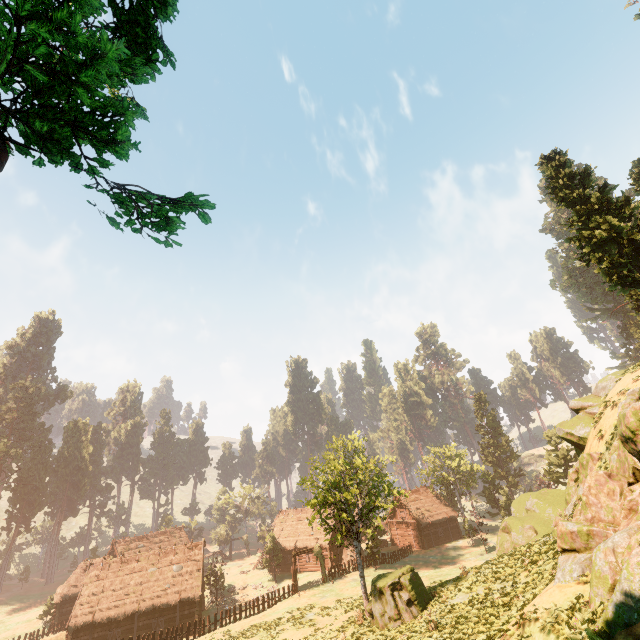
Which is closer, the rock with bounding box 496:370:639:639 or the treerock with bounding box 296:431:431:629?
the rock with bounding box 496:370:639:639

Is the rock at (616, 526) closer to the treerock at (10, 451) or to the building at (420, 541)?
the treerock at (10, 451)

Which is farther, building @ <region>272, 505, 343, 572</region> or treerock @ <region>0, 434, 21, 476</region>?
treerock @ <region>0, 434, 21, 476</region>

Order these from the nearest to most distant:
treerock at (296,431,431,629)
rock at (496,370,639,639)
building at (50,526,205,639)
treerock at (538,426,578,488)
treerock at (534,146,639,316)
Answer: rock at (496,370,639,639), treerock at (296,431,431,629), treerock at (534,146,639,316), building at (50,526,205,639), treerock at (538,426,578,488)

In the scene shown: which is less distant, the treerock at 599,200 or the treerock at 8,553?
the treerock at 599,200

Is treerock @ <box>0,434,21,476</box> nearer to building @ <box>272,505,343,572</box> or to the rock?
building @ <box>272,505,343,572</box>

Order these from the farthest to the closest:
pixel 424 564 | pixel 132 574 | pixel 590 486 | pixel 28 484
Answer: pixel 28 484 → pixel 424 564 → pixel 132 574 → pixel 590 486
